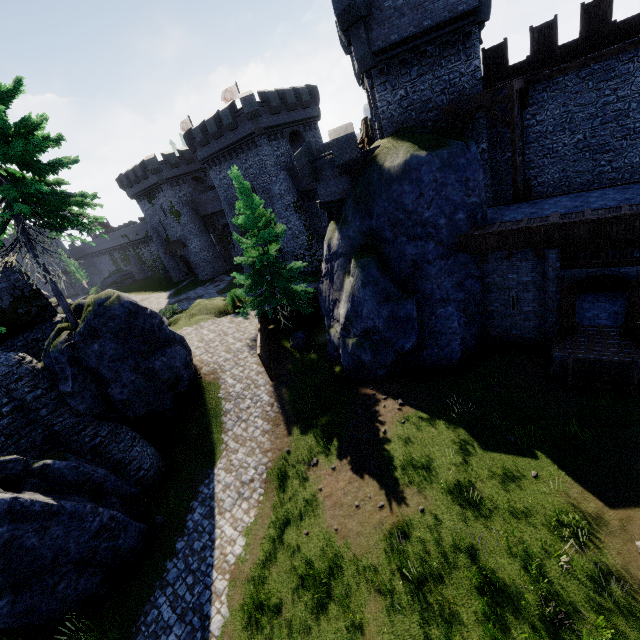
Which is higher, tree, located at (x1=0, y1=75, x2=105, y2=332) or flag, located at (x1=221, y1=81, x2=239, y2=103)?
flag, located at (x1=221, y1=81, x2=239, y2=103)

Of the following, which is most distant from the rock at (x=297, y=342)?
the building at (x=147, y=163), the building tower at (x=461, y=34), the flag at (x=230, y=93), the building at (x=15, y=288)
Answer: the flag at (x=230, y=93)

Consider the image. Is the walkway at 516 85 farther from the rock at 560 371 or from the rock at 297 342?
the rock at 297 342

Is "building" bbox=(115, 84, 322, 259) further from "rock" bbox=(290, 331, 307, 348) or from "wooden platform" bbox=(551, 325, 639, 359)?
"wooden platform" bbox=(551, 325, 639, 359)

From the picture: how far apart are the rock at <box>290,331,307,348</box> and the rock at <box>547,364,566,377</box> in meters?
13.4 m

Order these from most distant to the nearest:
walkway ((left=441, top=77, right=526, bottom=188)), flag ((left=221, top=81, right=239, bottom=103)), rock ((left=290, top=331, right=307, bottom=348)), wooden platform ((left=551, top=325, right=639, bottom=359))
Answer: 1. flag ((left=221, top=81, right=239, bottom=103))
2. rock ((left=290, top=331, right=307, bottom=348))
3. walkway ((left=441, top=77, right=526, bottom=188))
4. wooden platform ((left=551, top=325, right=639, bottom=359))

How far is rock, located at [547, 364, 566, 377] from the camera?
13.1 meters

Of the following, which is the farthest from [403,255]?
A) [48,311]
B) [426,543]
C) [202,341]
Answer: [48,311]
